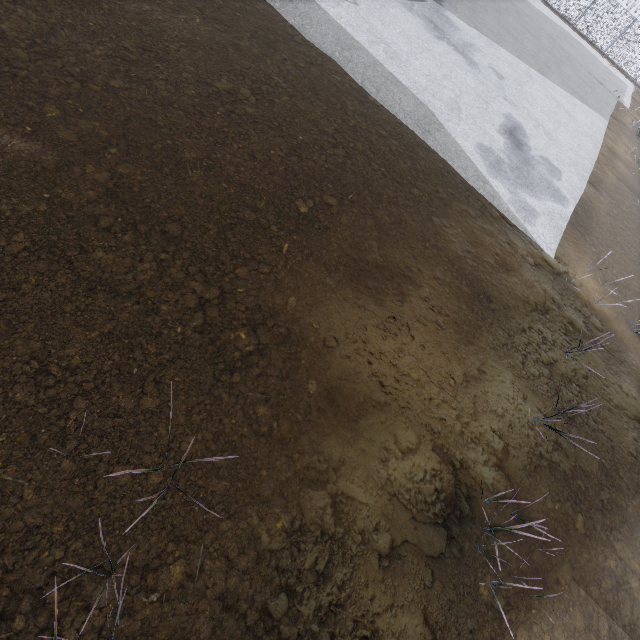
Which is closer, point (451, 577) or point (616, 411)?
point (451, 577)
